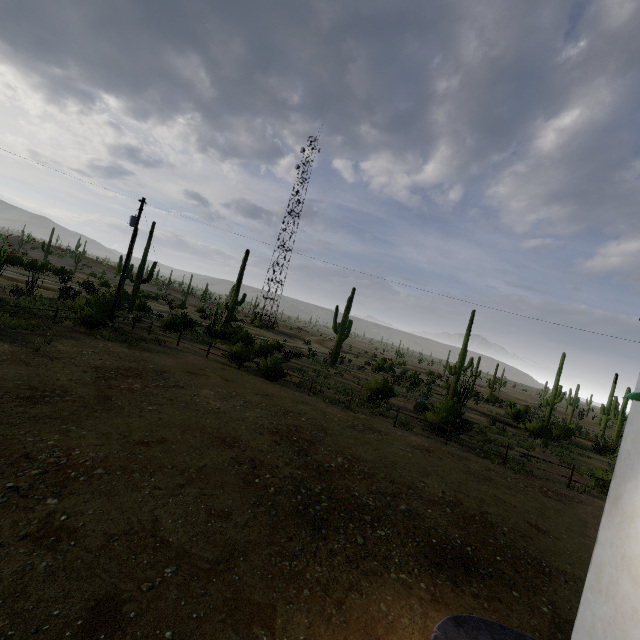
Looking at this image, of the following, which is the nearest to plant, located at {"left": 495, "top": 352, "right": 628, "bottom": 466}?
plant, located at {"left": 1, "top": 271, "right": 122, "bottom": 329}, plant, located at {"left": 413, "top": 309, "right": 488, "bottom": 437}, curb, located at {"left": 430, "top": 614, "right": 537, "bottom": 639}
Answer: plant, located at {"left": 413, "top": 309, "right": 488, "bottom": 437}

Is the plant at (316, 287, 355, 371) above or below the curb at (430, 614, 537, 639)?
above

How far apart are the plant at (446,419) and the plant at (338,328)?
5.5m

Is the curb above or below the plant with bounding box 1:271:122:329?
below

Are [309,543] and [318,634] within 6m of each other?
yes

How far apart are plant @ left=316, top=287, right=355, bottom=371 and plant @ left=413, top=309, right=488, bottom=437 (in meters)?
5.48

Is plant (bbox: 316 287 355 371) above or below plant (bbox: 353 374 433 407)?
above

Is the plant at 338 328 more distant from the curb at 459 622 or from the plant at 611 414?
the curb at 459 622
